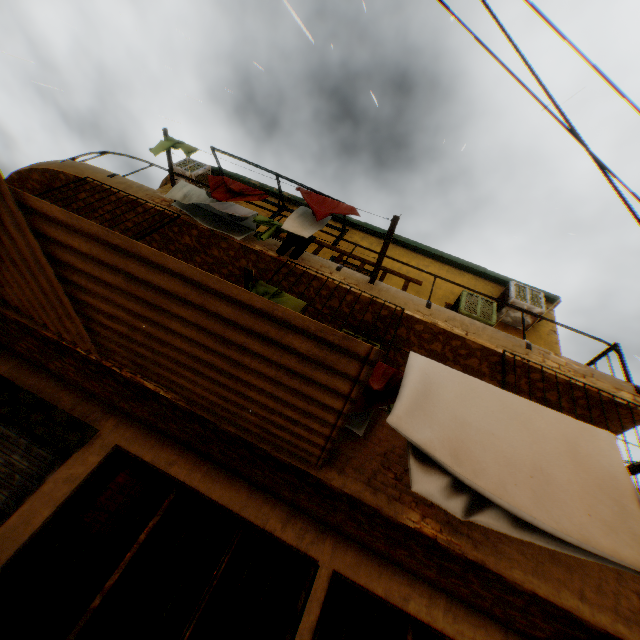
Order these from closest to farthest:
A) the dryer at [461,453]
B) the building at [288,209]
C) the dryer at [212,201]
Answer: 1. the dryer at [461,453]
2. the dryer at [212,201]
3. the building at [288,209]

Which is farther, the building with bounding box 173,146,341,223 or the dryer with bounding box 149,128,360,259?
the building with bounding box 173,146,341,223

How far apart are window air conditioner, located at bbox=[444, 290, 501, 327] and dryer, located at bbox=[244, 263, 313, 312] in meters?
3.4

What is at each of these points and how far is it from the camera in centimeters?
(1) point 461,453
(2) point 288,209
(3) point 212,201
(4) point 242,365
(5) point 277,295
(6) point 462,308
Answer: (1) dryer, 233cm
(2) building, 975cm
(3) dryer, 552cm
(4) building, 267cm
(5) dryer, 324cm
(6) window air conditioner, 680cm

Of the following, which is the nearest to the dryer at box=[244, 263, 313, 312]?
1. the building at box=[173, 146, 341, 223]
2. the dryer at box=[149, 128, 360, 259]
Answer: the building at box=[173, 146, 341, 223]

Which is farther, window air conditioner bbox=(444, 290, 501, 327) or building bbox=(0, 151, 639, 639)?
window air conditioner bbox=(444, 290, 501, 327)

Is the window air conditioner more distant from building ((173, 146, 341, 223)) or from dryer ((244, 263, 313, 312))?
dryer ((244, 263, 313, 312))

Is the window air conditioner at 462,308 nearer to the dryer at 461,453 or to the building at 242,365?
the building at 242,365
